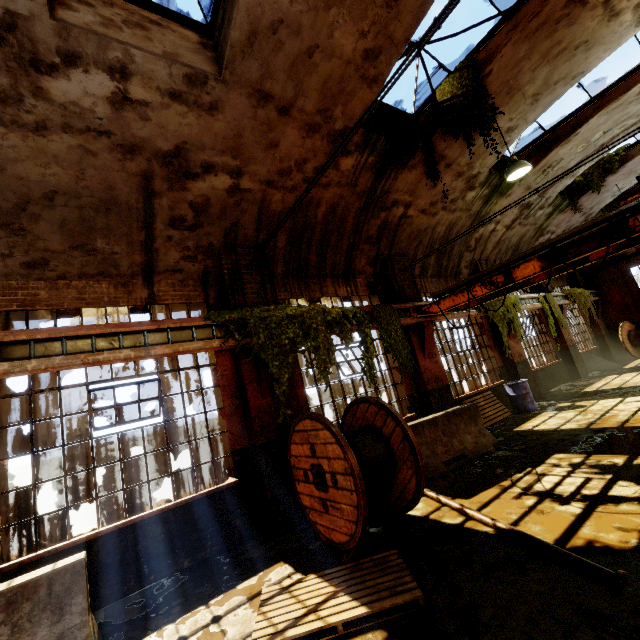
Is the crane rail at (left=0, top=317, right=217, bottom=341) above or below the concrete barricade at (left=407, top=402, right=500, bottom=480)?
above

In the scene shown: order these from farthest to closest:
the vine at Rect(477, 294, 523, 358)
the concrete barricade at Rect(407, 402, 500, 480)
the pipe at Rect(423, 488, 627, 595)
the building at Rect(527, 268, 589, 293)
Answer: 1. the building at Rect(527, 268, 589, 293)
2. the vine at Rect(477, 294, 523, 358)
3. the concrete barricade at Rect(407, 402, 500, 480)
4. the pipe at Rect(423, 488, 627, 595)

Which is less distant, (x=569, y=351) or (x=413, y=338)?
(x=413, y=338)

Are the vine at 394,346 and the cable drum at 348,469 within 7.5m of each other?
yes

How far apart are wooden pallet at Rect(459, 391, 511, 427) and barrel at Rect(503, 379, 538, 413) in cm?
24

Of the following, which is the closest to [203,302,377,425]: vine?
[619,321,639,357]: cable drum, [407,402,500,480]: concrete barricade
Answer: [407,402,500,480]: concrete barricade

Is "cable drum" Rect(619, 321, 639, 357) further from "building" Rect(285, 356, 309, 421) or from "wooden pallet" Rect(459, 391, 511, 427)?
"wooden pallet" Rect(459, 391, 511, 427)

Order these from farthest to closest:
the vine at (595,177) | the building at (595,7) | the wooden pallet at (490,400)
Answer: the vine at (595,177)
the wooden pallet at (490,400)
the building at (595,7)
